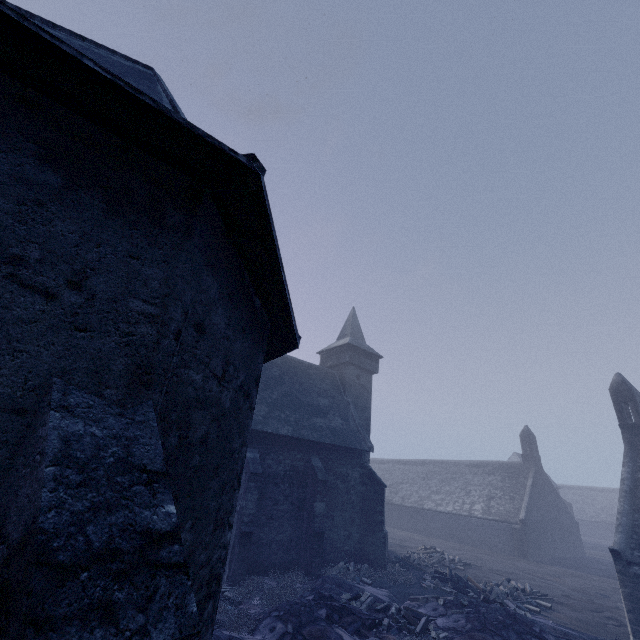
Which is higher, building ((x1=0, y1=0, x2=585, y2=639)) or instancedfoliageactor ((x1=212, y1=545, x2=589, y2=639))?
building ((x1=0, y1=0, x2=585, y2=639))

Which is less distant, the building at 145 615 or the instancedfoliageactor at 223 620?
the building at 145 615

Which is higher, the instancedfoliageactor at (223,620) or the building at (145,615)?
the building at (145,615)

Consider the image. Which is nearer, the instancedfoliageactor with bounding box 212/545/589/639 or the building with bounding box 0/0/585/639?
the building with bounding box 0/0/585/639

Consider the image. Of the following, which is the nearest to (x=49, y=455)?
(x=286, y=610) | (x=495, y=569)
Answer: (x=286, y=610)
